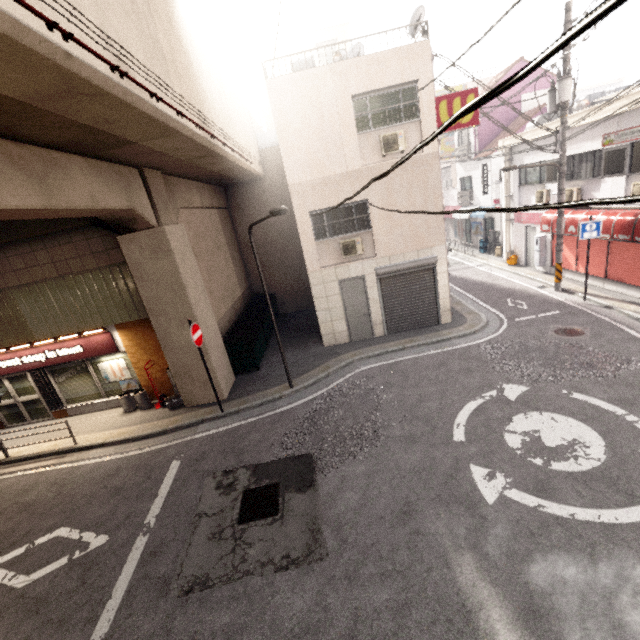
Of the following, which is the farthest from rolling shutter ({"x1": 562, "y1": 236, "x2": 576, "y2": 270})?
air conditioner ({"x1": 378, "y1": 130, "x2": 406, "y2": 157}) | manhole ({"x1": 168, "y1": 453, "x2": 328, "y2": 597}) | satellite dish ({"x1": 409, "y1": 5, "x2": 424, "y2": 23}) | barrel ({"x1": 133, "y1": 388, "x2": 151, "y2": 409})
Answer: barrel ({"x1": 133, "y1": 388, "x2": 151, "y2": 409})

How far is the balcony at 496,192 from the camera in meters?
18.9 m

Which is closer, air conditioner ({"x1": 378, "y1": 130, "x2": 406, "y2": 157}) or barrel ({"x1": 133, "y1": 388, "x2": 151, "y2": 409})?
air conditioner ({"x1": 378, "y1": 130, "x2": 406, "y2": 157})

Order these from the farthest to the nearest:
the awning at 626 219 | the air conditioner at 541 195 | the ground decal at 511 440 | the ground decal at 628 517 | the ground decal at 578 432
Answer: the air conditioner at 541 195
the awning at 626 219
the ground decal at 511 440
the ground decal at 578 432
the ground decal at 628 517

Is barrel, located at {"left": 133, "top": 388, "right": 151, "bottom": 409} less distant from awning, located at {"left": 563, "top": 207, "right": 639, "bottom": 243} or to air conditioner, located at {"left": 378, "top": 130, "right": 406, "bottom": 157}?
air conditioner, located at {"left": 378, "top": 130, "right": 406, "bottom": 157}

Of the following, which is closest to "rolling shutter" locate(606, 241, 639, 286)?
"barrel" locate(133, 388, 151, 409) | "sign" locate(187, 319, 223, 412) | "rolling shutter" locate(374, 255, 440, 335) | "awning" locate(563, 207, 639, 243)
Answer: "awning" locate(563, 207, 639, 243)

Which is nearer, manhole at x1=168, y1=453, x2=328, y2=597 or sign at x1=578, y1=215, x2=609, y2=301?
manhole at x1=168, y1=453, x2=328, y2=597

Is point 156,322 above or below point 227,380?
above
